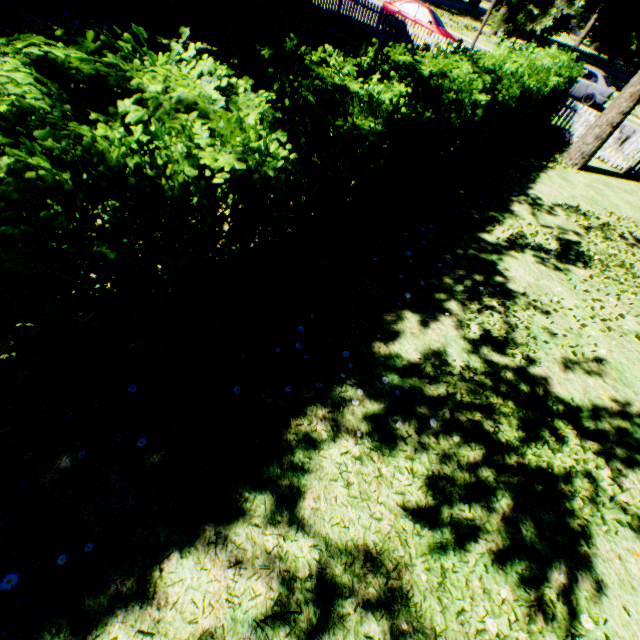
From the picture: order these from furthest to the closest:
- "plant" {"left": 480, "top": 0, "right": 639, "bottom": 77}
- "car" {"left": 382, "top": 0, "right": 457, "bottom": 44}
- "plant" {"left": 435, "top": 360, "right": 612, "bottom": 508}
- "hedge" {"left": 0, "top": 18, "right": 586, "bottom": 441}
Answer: "plant" {"left": 480, "top": 0, "right": 639, "bottom": 77} < "car" {"left": 382, "top": 0, "right": 457, "bottom": 44} < "plant" {"left": 435, "top": 360, "right": 612, "bottom": 508} < "hedge" {"left": 0, "top": 18, "right": 586, "bottom": 441}

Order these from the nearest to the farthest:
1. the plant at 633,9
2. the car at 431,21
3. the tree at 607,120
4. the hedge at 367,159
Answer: the hedge at 367,159 → the tree at 607,120 → the car at 431,21 → the plant at 633,9

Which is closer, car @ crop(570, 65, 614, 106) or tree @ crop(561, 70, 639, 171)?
tree @ crop(561, 70, 639, 171)

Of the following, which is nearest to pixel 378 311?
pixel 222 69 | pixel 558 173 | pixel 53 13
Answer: pixel 222 69

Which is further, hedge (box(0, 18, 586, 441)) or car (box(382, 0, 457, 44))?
car (box(382, 0, 457, 44))

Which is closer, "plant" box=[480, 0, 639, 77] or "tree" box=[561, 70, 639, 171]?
"tree" box=[561, 70, 639, 171]

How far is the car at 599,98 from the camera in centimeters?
1981cm

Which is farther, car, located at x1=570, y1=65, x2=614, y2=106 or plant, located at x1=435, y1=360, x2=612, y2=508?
car, located at x1=570, y1=65, x2=614, y2=106
